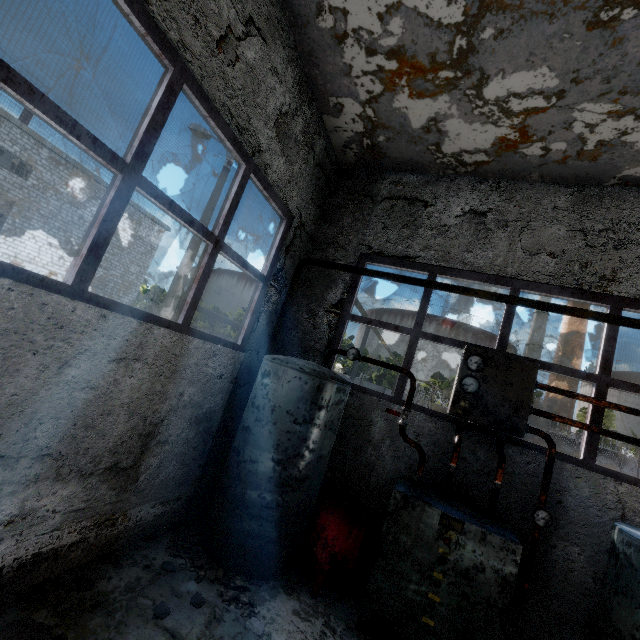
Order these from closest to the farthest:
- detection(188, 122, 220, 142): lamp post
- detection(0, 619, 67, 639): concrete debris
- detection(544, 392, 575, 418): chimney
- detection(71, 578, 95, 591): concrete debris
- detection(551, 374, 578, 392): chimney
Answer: detection(0, 619, 67, 639): concrete debris, detection(71, 578, 95, 591): concrete debris, detection(188, 122, 220, 142): lamp post, detection(544, 392, 575, 418): chimney, detection(551, 374, 578, 392): chimney

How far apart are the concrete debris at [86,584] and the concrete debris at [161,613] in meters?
0.7 m

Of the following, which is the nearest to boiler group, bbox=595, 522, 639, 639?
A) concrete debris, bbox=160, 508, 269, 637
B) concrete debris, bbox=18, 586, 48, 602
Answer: concrete debris, bbox=160, 508, 269, 637

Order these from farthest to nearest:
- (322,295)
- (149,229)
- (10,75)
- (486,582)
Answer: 1. (149,229)
2. (322,295)
3. (486,582)
4. (10,75)

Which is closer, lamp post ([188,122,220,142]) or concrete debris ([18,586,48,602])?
concrete debris ([18,586,48,602])

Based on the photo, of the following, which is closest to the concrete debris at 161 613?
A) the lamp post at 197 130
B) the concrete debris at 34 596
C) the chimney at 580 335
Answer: the concrete debris at 34 596

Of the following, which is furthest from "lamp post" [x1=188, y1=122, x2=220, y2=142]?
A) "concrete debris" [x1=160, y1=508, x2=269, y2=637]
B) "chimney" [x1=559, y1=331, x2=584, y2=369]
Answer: "chimney" [x1=559, y1=331, x2=584, y2=369]

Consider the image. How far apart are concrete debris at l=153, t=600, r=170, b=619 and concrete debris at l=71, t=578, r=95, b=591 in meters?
0.7 m
